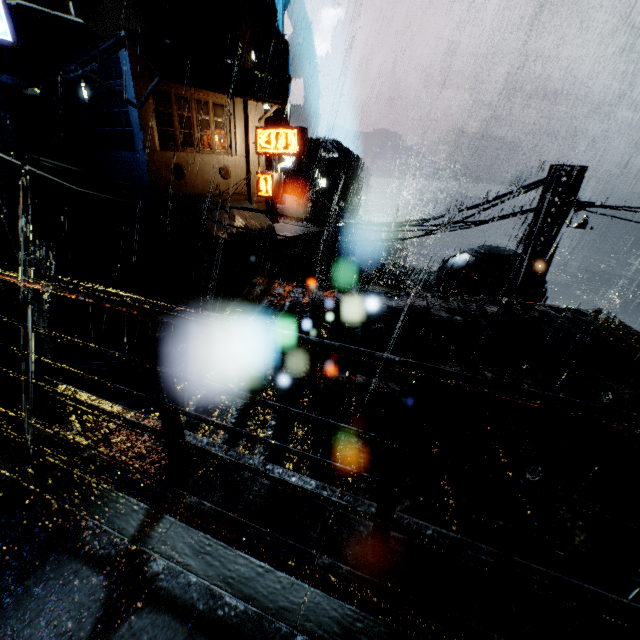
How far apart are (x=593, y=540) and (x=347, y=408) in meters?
2.6

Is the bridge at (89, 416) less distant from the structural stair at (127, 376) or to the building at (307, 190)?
the building at (307, 190)

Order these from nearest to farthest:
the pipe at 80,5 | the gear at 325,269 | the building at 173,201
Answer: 1. the building at 173,201
2. the pipe at 80,5
3. the gear at 325,269

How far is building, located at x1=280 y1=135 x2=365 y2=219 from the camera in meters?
48.7

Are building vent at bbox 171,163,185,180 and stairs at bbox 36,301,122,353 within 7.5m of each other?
no

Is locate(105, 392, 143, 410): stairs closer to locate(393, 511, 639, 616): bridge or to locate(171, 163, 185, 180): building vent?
locate(393, 511, 639, 616): bridge

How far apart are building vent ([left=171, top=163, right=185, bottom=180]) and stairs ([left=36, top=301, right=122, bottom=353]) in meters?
9.3

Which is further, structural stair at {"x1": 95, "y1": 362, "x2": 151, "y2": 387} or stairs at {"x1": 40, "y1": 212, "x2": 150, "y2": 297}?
stairs at {"x1": 40, "y1": 212, "x2": 150, "y2": 297}
